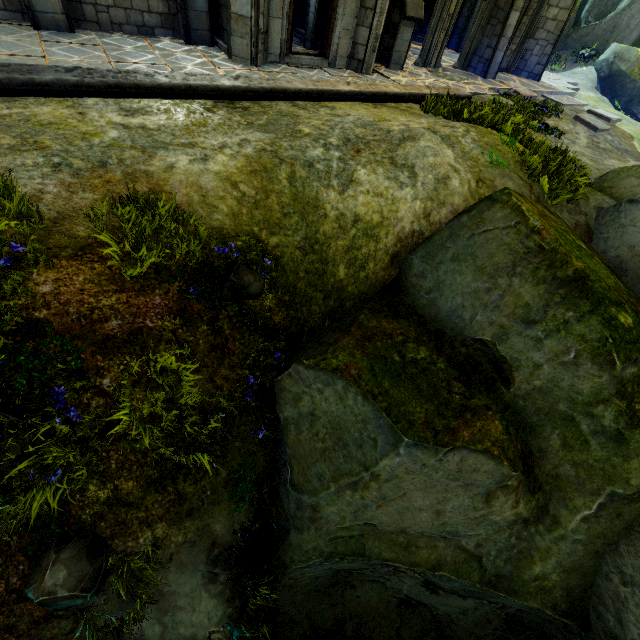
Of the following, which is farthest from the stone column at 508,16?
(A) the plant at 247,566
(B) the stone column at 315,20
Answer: (A) the plant at 247,566

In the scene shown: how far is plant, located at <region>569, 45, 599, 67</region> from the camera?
18.8 meters

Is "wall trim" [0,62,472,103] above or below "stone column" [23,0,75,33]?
below

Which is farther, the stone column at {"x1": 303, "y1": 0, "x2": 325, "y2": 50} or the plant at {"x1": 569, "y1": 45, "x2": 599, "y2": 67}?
the plant at {"x1": 569, "y1": 45, "x2": 599, "y2": 67}

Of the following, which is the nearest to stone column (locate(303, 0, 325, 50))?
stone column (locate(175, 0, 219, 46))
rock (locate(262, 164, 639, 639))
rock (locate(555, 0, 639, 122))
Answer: stone column (locate(175, 0, 219, 46))

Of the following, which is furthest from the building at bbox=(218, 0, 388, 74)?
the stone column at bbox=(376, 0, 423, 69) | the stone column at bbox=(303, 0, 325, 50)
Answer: the stone column at bbox=(376, 0, 423, 69)

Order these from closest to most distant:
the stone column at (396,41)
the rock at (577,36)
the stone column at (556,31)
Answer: the stone column at (396,41), the stone column at (556,31), the rock at (577,36)

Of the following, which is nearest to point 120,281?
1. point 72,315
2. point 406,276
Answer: point 72,315
